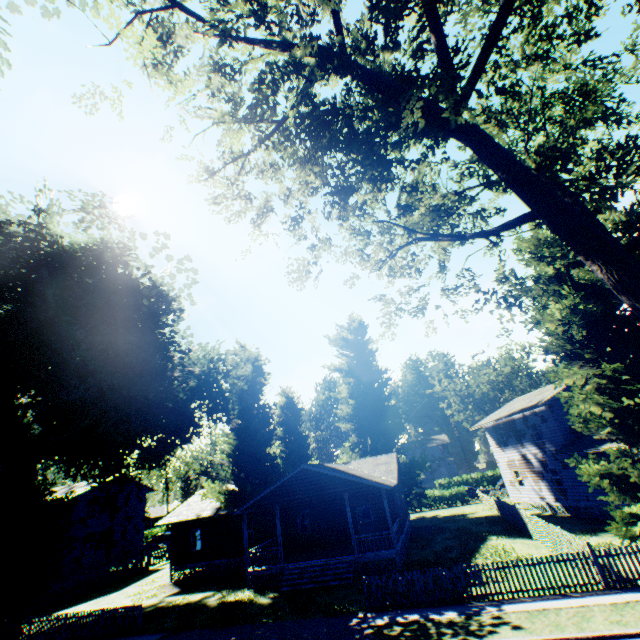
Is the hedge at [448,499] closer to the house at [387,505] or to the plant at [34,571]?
the house at [387,505]

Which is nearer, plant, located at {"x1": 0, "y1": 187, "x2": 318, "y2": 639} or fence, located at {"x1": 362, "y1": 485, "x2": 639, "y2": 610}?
fence, located at {"x1": 362, "y1": 485, "x2": 639, "y2": 610}

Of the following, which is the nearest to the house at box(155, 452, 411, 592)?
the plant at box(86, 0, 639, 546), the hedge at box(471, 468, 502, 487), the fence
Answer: the plant at box(86, 0, 639, 546)

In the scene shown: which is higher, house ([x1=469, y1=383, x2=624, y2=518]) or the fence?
house ([x1=469, y1=383, x2=624, y2=518])

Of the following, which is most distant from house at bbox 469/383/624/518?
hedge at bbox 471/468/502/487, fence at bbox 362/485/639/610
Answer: hedge at bbox 471/468/502/487

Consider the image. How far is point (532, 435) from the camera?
27.7 meters

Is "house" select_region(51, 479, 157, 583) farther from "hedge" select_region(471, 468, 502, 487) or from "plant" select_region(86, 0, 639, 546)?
"hedge" select_region(471, 468, 502, 487)

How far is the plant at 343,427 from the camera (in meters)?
36.19
